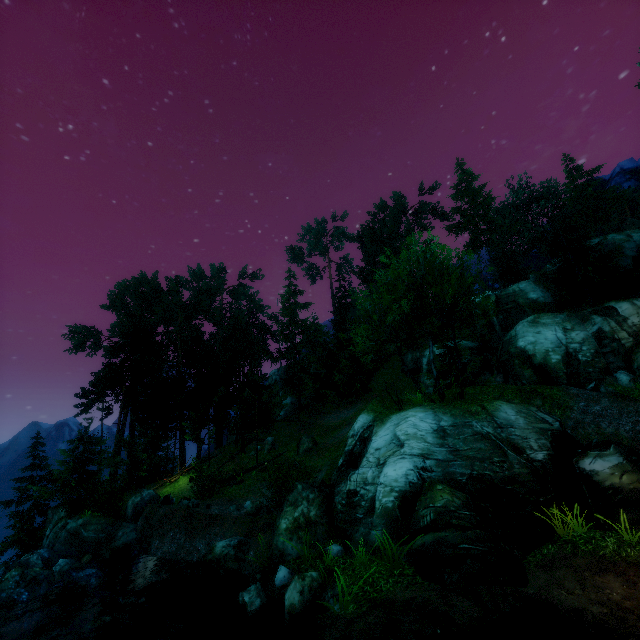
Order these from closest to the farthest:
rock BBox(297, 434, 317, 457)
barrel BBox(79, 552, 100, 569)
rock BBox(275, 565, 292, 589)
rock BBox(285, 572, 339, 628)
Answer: rock BBox(285, 572, 339, 628)
rock BBox(275, 565, 292, 589)
barrel BBox(79, 552, 100, 569)
rock BBox(297, 434, 317, 457)

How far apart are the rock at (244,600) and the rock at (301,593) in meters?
1.0

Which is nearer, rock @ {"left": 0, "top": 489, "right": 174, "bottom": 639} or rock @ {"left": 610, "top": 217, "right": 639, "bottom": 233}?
rock @ {"left": 0, "top": 489, "right": 174, "bottom": 639}

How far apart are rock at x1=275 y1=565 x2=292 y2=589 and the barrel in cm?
1147

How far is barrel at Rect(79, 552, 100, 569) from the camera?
15.99m

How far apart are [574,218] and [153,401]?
53.5m

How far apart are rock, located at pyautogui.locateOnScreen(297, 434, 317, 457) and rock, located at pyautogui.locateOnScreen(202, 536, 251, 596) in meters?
11.6

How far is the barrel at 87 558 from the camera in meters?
16.0 m
